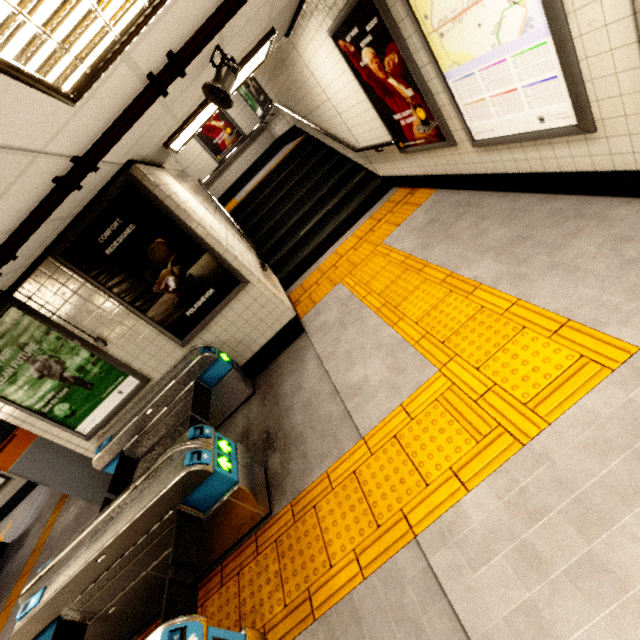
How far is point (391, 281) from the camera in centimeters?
418cm

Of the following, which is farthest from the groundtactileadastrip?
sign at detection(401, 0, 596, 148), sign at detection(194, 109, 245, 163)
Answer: sign at detection(194, 109, 245, 163)

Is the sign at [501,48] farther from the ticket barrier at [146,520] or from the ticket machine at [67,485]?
the ticket machine at [67,485]

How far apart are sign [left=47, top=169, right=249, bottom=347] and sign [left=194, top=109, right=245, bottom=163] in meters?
8.3 m

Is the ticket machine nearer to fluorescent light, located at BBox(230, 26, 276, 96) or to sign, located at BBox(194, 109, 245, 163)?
fluorescent light, located at BBox(230, 26, 276, 96)

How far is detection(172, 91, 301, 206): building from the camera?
9.43m

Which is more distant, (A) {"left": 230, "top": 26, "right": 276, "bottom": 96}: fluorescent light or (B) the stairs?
(B) the stairs

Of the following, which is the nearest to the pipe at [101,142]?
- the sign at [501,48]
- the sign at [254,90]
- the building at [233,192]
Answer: the sign at [501,48]
